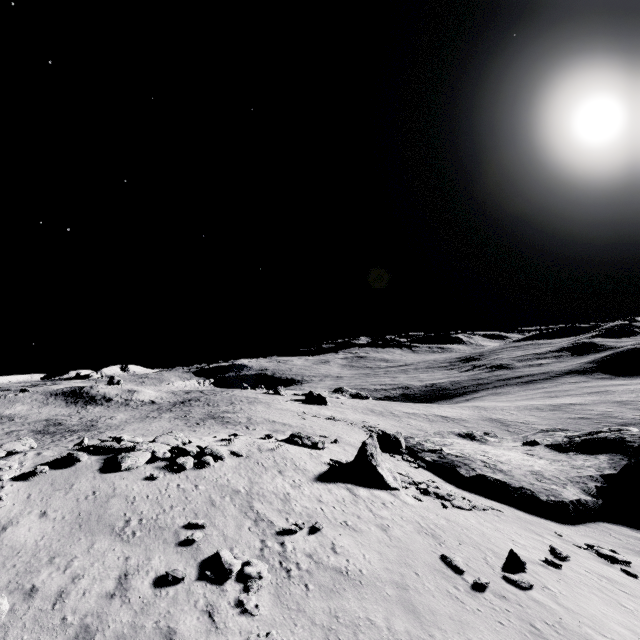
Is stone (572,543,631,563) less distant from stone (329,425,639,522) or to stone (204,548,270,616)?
stone (329,425,639,522)

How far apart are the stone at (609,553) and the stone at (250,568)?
18.6 meters

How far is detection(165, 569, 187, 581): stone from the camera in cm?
1025

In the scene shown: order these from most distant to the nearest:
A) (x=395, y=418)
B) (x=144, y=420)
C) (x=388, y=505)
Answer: (x=395, y=418) → (x=144, y=420) → (x=388, y=505)

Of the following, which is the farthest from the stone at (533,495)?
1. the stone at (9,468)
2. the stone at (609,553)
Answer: the stone at (9,468)

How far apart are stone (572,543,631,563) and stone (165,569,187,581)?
21.40m

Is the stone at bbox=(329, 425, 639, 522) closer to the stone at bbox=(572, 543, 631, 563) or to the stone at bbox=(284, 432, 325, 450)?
the stone at bbox=(284, 432, 325, 450)

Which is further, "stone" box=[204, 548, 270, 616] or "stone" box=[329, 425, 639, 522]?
"stone" box=[329, 425, 639, 522]
